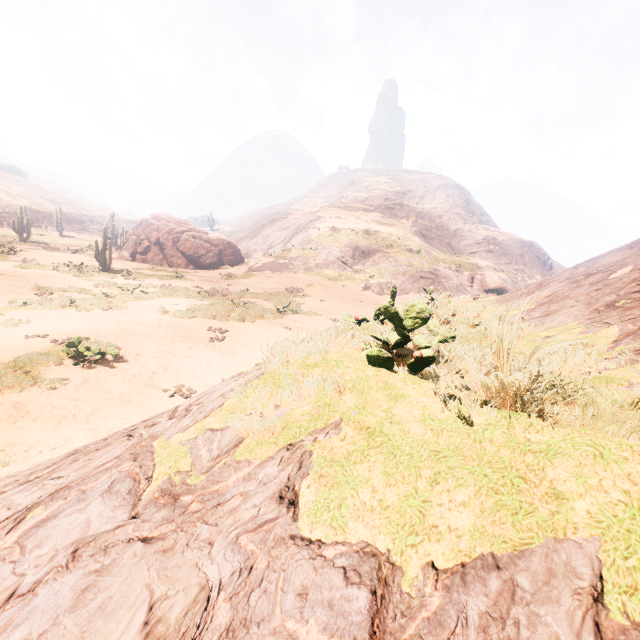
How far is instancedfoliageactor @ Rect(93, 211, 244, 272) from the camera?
29.0m

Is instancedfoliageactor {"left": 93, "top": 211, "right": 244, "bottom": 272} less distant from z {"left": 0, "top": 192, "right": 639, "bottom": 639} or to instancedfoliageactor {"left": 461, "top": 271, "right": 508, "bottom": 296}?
z {"left": 0, "top": 192, "right": 639, "bottom": 639}

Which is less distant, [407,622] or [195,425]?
[407,622]

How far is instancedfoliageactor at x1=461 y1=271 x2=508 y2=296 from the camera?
35.28m

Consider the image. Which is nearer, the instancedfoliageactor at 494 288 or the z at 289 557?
the z at 289 557

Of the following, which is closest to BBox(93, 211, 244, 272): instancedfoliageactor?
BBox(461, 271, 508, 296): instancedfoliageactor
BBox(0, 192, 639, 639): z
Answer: BBox(0, 192, 639, 639): z

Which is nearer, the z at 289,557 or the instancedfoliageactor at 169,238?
the z at 289,557
